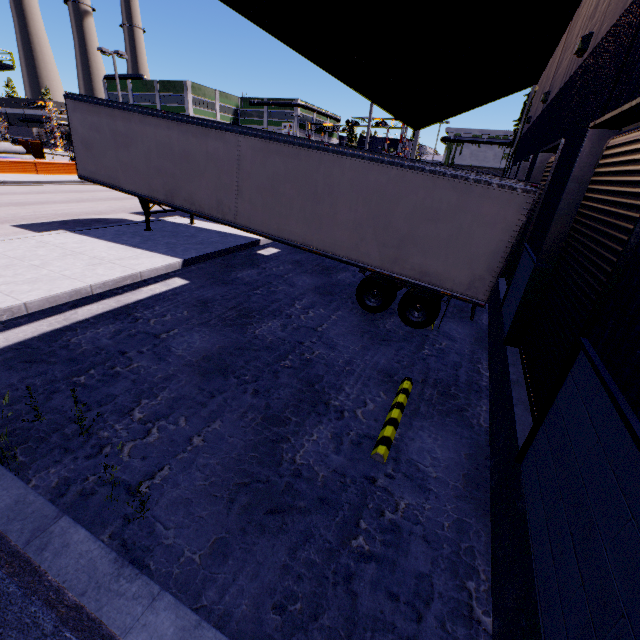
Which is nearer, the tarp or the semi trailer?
the semi trailer

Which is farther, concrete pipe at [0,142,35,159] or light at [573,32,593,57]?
concrete pipe at [0,142,35,159]

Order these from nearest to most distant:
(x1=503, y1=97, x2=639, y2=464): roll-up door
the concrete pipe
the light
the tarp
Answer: (x1=503, y1=97, x2=639, y2=464): roll-up door
the light
the concrete pipe
the tarp

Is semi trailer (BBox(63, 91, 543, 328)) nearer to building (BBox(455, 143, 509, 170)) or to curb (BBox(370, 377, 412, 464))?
building (BBox(455, 143, 509, 170))

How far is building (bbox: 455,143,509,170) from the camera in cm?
5692

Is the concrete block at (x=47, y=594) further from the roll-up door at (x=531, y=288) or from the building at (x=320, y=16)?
the roll-up door at (x=531, y=288)

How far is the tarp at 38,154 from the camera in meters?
36.8

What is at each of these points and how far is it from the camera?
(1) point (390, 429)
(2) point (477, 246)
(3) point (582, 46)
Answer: (1) curb, 5.17m
(2) semi trailer, 7.44m
(3) light, 6.36m
